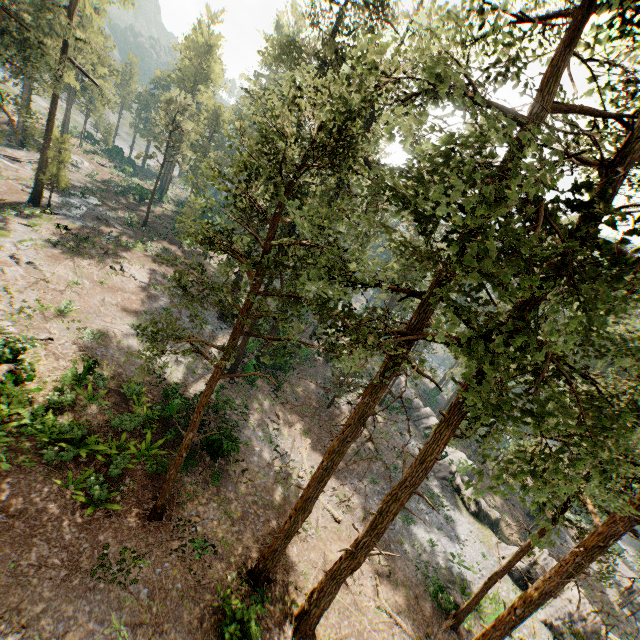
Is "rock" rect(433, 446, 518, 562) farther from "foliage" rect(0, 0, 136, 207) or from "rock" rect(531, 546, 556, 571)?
"foliage" rect(0, 0, 136, 207)

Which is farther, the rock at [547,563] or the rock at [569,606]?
the rock at [547,563]

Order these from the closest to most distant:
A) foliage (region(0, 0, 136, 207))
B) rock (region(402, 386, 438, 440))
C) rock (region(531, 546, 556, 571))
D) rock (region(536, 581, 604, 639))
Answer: rock (region(536, 581, 604, 639)) → foliage (region(0, 0, 136, 207)) → rock (region(531, 546, 556, 571)) → rock (region(402, 386, 438, 440))

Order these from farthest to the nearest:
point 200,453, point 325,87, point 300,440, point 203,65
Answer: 1. point 203,65
2. point 300,440
3. point 200,453
4. point 325,87

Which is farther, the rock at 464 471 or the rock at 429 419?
the rock at 429 419

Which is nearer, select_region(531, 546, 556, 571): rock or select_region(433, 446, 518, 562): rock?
select_region(531, 546, 556, 571): rock

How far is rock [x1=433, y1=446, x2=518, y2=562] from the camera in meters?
27.4
